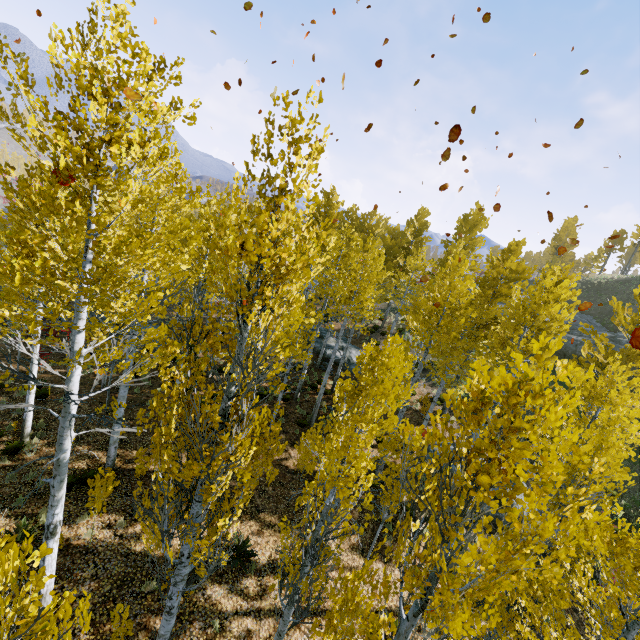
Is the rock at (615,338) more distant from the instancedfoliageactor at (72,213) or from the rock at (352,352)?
the rock at (352,352)

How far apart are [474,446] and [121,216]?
6.12m

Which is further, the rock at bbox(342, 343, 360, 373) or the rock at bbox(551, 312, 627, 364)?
the rock at bbox(551, 312, 627, 364)

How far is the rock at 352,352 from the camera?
22.00m

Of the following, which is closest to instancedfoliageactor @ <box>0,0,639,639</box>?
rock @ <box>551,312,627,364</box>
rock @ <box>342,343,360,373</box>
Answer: rock @ <box>342,343,360,373</box>

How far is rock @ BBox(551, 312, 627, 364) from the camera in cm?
2362
